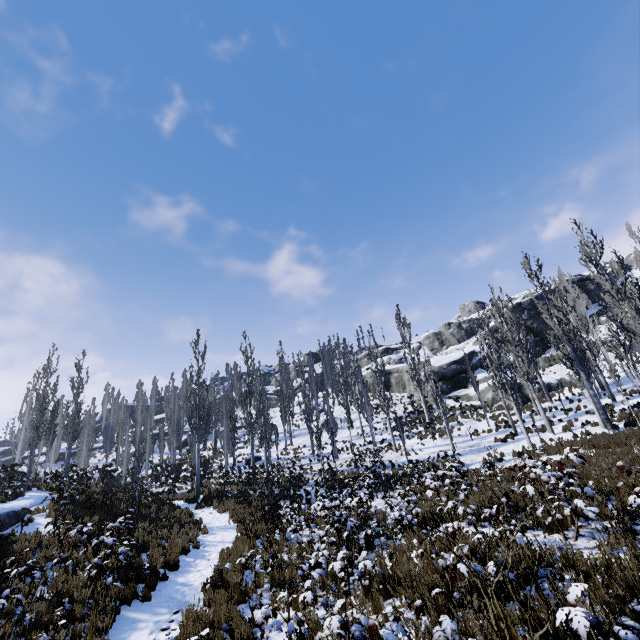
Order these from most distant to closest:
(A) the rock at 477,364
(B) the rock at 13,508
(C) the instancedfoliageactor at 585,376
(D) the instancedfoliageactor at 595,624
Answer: (A) the rock at 477,364, (B) the rock at 13,508, (C) the instancedfoliageactor at 585,376, (D) the instancedfoliageactor at 595,624

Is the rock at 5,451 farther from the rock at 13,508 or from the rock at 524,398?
the rock at 13,508

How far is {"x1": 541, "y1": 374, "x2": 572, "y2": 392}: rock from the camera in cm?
3152

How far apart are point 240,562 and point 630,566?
9.36m

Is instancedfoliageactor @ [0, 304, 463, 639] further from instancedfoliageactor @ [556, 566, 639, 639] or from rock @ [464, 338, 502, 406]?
instancedfoliageactor @ [556, 566, 639, 639]
